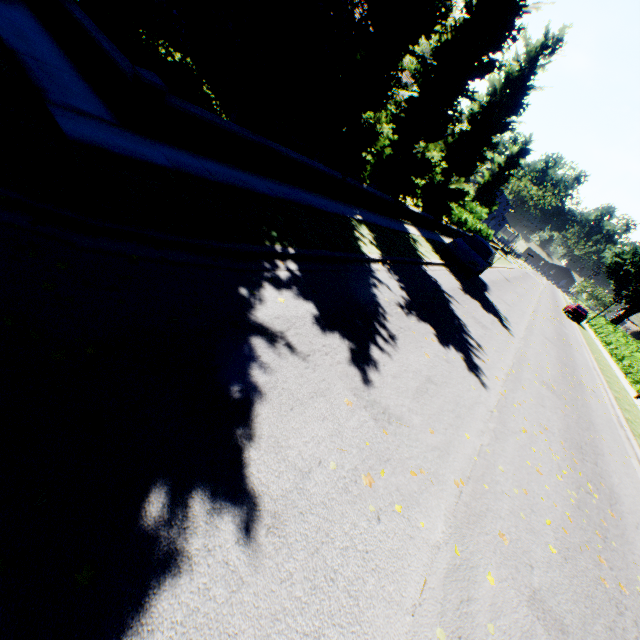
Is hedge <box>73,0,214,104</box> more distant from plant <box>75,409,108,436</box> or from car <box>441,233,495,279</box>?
plant <box>75,409,108,436</box>

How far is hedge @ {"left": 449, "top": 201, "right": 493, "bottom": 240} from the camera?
24.7 meters

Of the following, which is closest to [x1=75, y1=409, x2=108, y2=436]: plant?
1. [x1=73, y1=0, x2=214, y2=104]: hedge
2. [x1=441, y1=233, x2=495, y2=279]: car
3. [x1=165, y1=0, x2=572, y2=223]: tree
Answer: [x1=165, y1=0, x2=572, y2=223]: tree

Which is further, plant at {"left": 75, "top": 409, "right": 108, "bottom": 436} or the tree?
the tree

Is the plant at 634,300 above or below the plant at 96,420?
above

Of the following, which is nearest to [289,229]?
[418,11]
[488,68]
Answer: [418,11]

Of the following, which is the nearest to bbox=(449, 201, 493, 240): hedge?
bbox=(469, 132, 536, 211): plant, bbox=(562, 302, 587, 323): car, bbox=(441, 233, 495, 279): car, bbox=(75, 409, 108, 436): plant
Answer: bbox=(469, 132, 536, 211): plant

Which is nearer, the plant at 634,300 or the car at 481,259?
the car at 481,259
